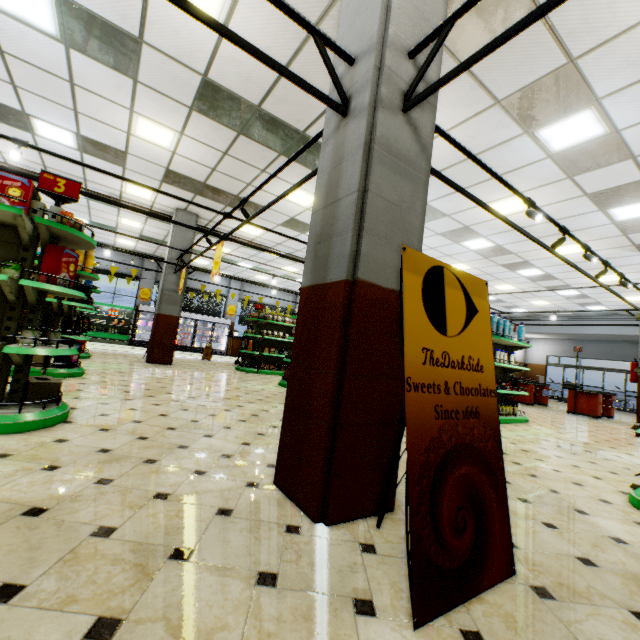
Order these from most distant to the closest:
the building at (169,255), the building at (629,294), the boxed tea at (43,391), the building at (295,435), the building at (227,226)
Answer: the building at (629,294), the building at (227,226), the building at (169,255), the boxed tea at (43,391), the building at (295,435)

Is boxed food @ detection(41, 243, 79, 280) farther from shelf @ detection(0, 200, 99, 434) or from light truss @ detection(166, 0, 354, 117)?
light truss @ detection(166, 0, 354, 117)

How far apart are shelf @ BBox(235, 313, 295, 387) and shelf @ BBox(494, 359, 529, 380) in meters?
5.5

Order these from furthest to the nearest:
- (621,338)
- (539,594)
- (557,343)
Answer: (557,343), (621,338), (539,594)

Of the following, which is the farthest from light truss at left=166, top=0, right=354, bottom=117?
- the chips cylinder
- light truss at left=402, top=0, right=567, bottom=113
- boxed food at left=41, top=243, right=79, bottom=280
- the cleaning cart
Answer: the cleaning cart

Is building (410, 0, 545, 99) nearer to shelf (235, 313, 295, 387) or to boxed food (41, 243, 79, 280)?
shelf (235, 313, 295, 387)

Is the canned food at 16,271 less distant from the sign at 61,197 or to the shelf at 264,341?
the sign at 61,197

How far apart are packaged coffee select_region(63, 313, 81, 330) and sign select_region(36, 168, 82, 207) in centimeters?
306cm
